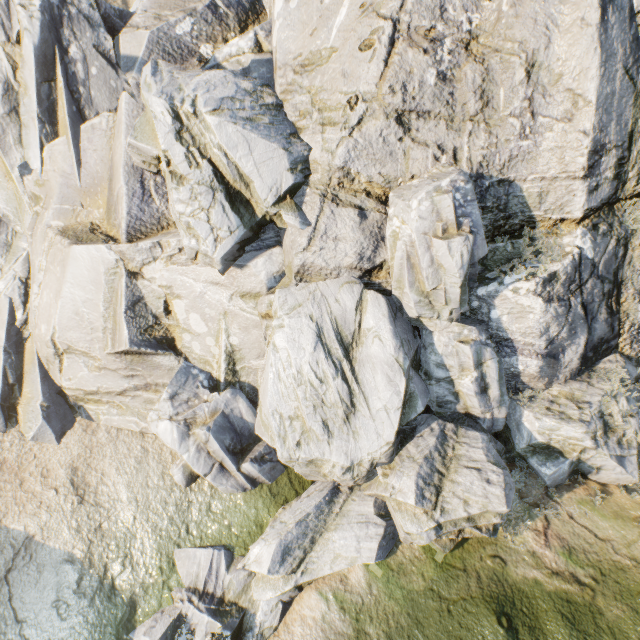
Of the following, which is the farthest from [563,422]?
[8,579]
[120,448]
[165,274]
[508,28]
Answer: [8,579]
